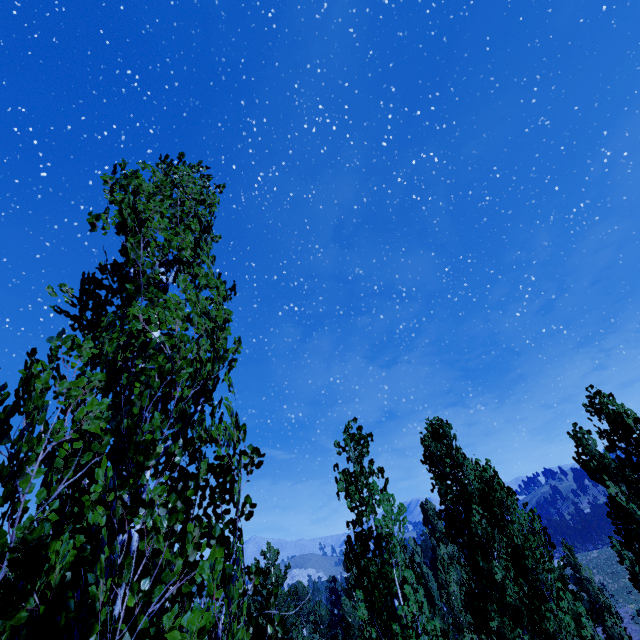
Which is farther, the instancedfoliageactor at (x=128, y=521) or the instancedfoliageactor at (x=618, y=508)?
the instancedfoliageactor at (x=618, y=508)

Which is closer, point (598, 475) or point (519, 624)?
point (519, 624)

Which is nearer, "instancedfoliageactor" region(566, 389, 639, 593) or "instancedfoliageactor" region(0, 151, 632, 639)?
"instancedfoliageactor" region(0, 151, 632, 639)
